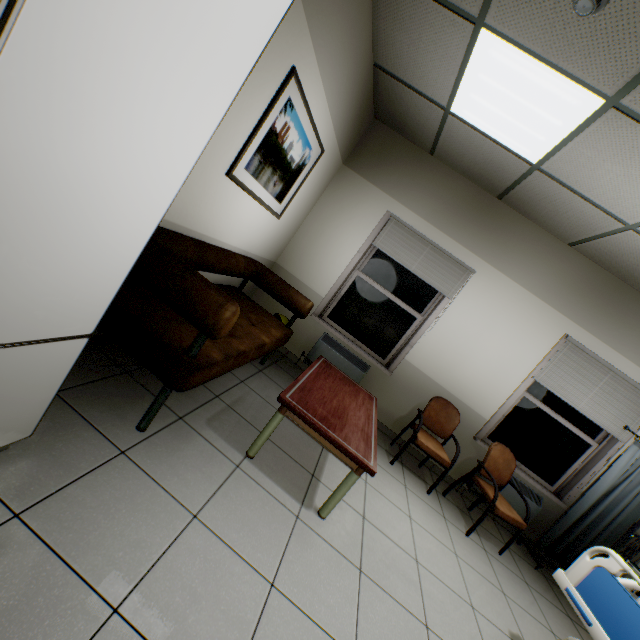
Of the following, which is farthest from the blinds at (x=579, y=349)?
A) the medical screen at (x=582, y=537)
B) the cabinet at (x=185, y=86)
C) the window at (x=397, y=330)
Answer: the cabinet at (x=185, y=86)

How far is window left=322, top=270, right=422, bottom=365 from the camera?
4.4m

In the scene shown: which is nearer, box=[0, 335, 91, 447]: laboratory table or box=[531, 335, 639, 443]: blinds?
box=[0, 335, 91, 447]: laboratory table

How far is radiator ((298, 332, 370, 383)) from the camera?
4.33m

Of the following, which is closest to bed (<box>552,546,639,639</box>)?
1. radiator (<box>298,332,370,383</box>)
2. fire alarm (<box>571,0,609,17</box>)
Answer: radiator (<box>298,332,370,383</box>)

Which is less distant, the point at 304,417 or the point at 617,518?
the point at 304,417

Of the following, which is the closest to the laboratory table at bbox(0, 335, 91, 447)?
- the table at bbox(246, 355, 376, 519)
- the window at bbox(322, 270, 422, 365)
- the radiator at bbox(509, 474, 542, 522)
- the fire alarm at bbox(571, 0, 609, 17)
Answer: the table at bbox(246, 355, 376, 519)

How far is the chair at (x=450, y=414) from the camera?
3.57m
